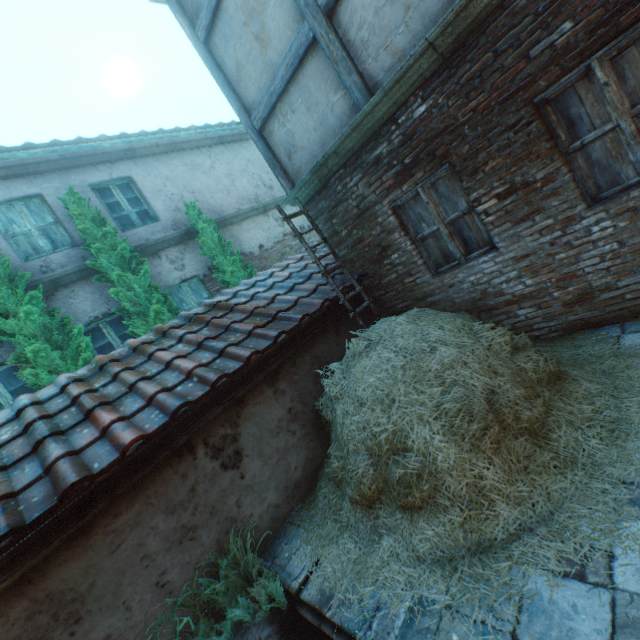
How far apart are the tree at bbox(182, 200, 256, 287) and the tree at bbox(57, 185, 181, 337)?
1.37m

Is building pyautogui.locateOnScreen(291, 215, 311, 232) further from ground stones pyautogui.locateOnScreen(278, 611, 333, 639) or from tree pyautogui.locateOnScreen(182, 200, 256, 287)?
ground stones pyautogui.locateOnScreen(278, 611, 333, 639)

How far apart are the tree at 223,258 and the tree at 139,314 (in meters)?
1.37

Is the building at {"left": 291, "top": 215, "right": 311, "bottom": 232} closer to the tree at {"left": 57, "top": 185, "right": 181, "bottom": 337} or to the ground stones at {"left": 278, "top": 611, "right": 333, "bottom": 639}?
the tree at {"left": 57, "top": 185, "right": 181, "bottom": 337}

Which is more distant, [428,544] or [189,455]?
[189,455]

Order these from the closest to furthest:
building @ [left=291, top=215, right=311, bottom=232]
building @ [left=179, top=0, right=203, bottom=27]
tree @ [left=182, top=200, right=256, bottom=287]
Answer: building @ [left=179, top=0, right=203, bottom=27]
tree @ [left=182, top=200, right=256, bottom=287]
building @ [left=291, top=215, right=311, bottom=232]

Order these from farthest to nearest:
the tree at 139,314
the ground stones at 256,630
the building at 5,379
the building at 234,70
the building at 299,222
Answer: the building at 299,222, the tree at 139,314, the building at 5,379, the building at 234,70, the ground stones at 256,630

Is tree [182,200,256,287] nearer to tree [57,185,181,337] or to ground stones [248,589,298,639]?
tree [57,185,181,337]
